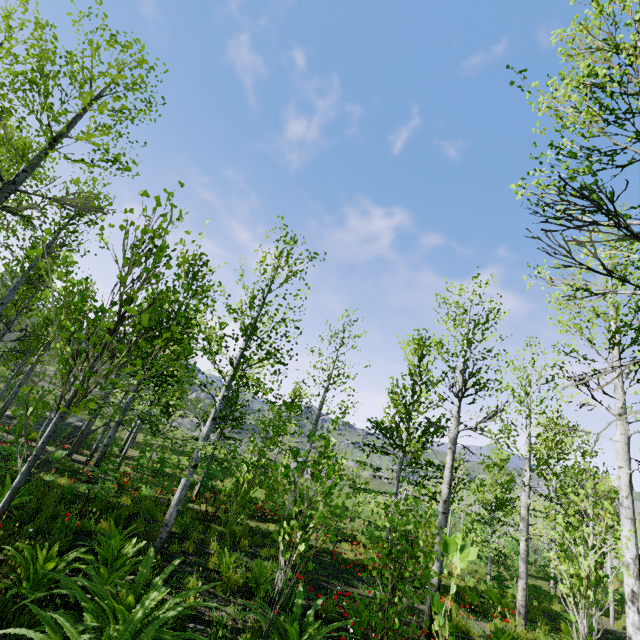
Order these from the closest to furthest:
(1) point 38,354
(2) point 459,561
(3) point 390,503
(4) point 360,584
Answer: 1. (2) point 459,561
2. (4) point 360,584
3. (3) point 390,503
4. (1) point 38,354
